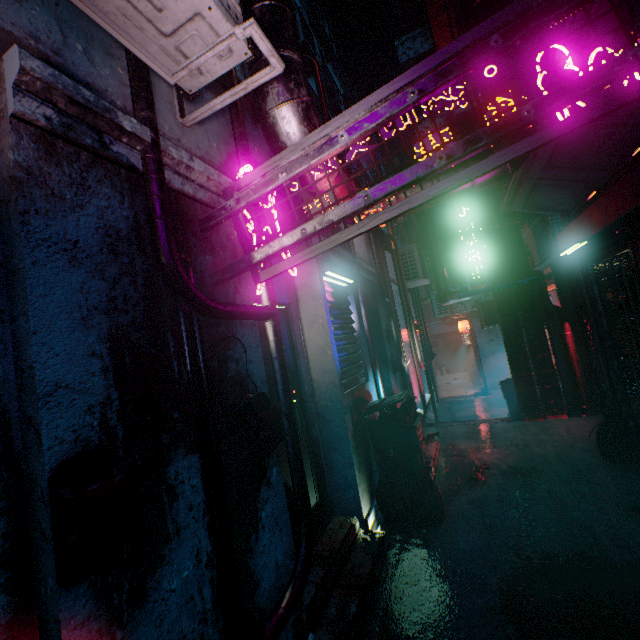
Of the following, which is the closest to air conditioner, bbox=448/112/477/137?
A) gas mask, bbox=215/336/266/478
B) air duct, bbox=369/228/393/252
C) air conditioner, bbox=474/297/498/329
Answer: air duct, bbox=369/228/393/252

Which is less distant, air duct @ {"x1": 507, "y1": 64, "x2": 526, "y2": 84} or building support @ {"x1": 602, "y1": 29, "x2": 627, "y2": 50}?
building support @ {"x1": 602, "y1": 29, "x2": 627, "y2": 50}

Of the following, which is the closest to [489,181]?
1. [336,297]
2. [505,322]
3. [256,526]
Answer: [336,297]

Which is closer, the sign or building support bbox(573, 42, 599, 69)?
the sign

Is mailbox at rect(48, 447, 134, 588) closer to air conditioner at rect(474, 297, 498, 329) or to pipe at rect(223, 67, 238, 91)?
pipe at rect(223, 67, 238, 91)

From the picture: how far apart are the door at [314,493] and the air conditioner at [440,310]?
8.8m

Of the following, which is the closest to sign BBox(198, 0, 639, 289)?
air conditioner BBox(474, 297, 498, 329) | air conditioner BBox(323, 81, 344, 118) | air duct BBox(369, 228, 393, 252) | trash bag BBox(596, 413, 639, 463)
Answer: air duct BBox(369, 228, 393, 252)

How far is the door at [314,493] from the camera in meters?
2.9 m
